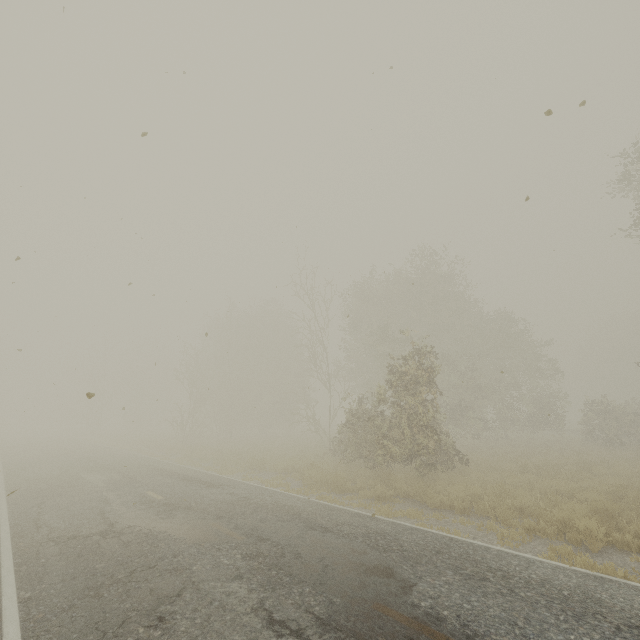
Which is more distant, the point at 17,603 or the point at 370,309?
the point at 370,309
